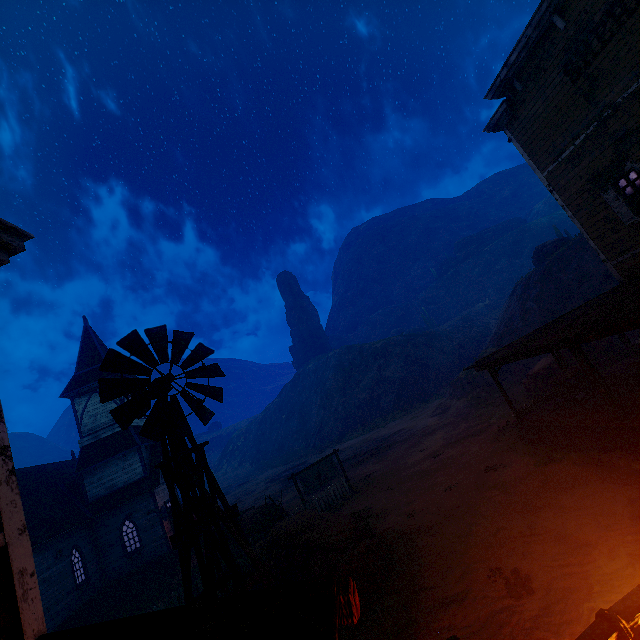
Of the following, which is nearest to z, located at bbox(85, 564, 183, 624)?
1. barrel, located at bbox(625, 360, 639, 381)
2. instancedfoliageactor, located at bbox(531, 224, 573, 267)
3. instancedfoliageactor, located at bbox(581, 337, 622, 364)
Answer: instancedfoliageactor, located at bbox(581, 337, 622, 364)

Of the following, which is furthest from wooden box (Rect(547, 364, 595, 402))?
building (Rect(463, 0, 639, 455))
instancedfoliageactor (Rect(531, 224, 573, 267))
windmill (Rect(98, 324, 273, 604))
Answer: instancedfoliageactor (Rect(531, 224, 573, 267))

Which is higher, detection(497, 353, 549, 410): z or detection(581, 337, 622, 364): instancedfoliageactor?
detection(581, 337, 622, 364): instancedfoliageactor

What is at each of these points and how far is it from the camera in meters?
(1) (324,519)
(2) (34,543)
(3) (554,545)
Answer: (1) instancedfoliageactor, 10.3 m
(2) building, 15.9 m
(3) z, 7.2 m

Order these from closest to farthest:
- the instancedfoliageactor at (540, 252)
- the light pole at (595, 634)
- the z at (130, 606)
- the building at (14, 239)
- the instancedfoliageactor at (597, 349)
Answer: the light pole at (595, 634) < the building at (14, 239) < the z at (130, 606) < the instancedfoliageactor at (597, 349) < the instancedfoliageactor at (540, 252)

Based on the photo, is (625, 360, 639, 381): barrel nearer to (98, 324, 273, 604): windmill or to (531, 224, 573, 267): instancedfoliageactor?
(98, 324, 273, 604): windmill

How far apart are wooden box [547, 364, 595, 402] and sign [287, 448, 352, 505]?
11.4m

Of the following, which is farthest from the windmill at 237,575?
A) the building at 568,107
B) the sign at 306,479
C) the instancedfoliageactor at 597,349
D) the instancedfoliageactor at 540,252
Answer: the instancedfoliageactor at 540,252
